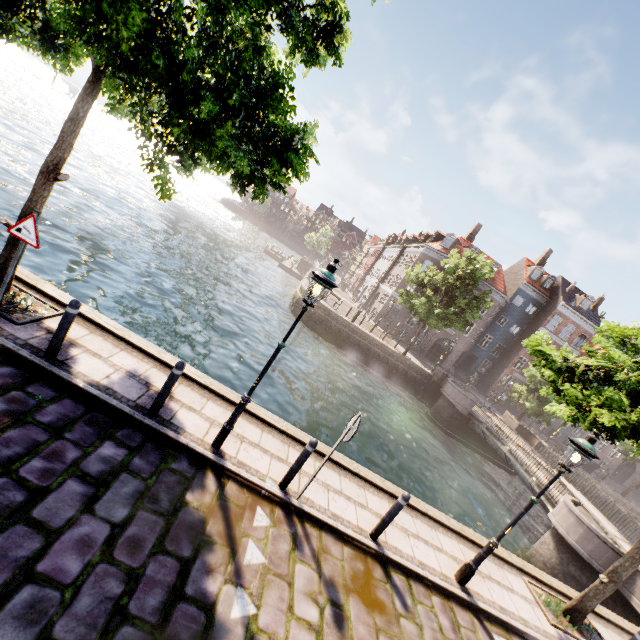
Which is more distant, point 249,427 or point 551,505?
point 551,505

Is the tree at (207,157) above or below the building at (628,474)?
above

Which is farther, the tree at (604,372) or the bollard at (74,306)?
the tree at (604,372)

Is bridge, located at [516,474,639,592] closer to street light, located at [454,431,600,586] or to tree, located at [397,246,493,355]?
tree, located at [397,246,493,355]

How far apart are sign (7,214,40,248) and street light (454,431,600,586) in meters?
9.5

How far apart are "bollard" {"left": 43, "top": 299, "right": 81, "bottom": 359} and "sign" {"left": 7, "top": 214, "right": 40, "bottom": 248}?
0.97m

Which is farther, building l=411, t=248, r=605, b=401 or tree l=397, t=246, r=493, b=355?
building l=411, t=248, r=605, b=401

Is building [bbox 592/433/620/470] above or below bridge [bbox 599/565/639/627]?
above
